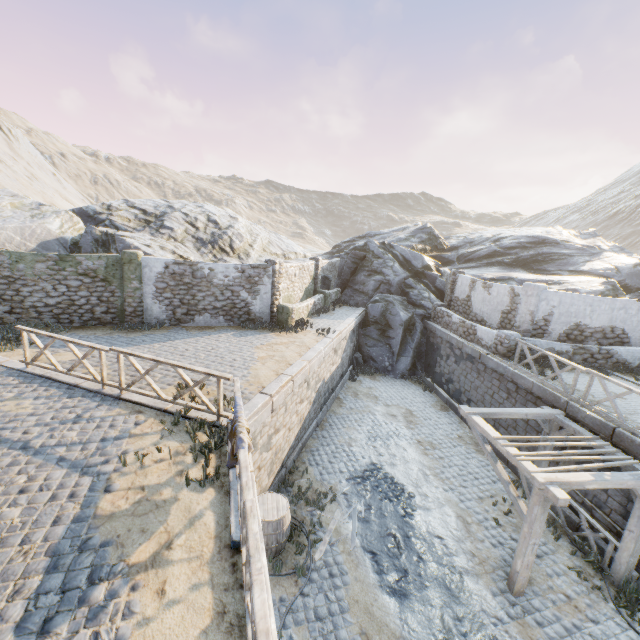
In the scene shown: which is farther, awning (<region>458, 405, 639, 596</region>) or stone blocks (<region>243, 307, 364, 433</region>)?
stone blocks (<region>243, 307, 364, 433</region>)

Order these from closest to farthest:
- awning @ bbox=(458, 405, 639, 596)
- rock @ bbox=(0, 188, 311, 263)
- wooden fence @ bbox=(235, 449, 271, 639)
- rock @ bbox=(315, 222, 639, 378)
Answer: wooden fence @ bbox=(235, 449, 271, 639) < awning @ bbox=(458, 405, 639, 596) < rock @ bbox=(0, 188, 311, 263) < rock @ bbox=(315, 222, 639, 378)

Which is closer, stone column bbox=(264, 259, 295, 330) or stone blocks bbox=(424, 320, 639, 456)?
stone blocks bbox=(424, 320, 639, 456)

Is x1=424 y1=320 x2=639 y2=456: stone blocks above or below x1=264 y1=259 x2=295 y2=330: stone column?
below

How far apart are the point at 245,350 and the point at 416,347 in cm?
1145

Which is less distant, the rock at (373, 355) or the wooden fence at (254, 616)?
the wooden fence at (254, 616)

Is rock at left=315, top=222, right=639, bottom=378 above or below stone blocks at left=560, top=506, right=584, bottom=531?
above

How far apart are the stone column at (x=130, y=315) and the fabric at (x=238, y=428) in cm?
987
